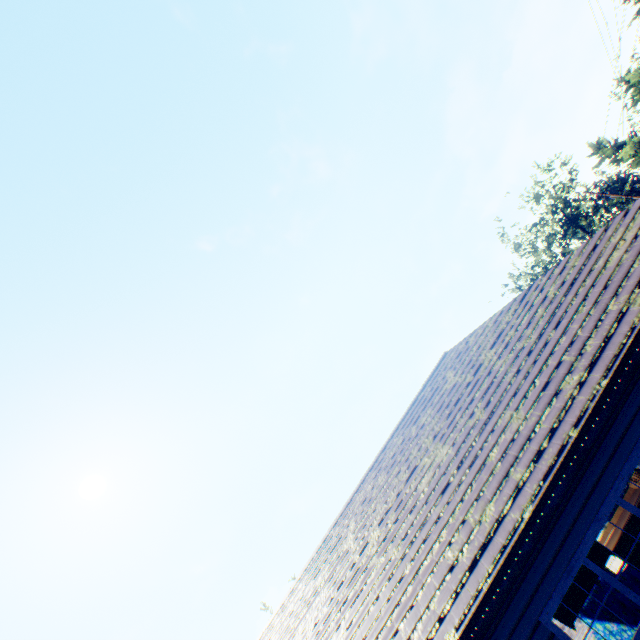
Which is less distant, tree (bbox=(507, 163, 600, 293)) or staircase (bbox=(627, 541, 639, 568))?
staircase (bbox=(627, 541, 639, 568))

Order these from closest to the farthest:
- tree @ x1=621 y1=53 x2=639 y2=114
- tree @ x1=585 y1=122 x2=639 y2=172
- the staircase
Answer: the staircase
tree @ x1=621 y1=53 x2=639 y2=114
tree @ x1=585 y1=122 x2=639 y2=172

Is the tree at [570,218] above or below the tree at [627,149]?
above

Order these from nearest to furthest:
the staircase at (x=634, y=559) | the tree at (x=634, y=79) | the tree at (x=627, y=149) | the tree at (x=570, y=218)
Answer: the staircase at (x=634, y=559) < the tree at (x=634, y=79) < the tree at (x=627, y=149) < the tree at (x=570, y=218)

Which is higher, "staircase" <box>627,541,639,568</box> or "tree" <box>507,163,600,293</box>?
"tree" <box>507,163,600,293</box>

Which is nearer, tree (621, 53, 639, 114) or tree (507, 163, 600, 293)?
tree (621, 53, 639, 114)

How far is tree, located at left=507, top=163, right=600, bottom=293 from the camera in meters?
40.1

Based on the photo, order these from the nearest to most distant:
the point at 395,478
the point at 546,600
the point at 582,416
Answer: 1. the point at 546,600
2. the point at 582,416
3. the point at 395,478
